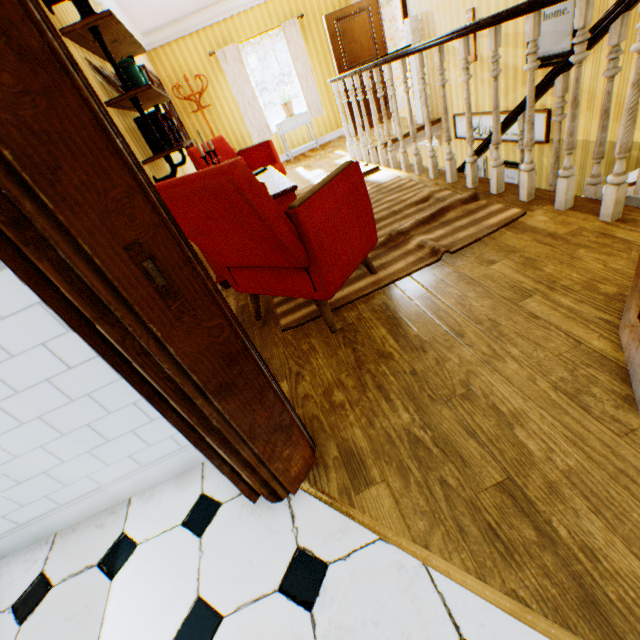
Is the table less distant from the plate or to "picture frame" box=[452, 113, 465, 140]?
the plate

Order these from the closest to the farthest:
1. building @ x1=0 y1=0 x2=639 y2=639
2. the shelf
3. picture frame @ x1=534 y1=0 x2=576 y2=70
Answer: building @ x1=0 y1=0 x2=639 y2=639, the shelf, picture frame @ x1=534 y1=0 x2=576 y2=70

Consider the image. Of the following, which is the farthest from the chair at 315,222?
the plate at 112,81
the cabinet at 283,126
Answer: the cabinet at 283,126

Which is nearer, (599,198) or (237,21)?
(599,198)

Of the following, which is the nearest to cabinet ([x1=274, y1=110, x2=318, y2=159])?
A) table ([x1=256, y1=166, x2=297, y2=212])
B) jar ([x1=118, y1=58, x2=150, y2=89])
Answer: table ([x1=256, y1=166, x2=297, y2=212])

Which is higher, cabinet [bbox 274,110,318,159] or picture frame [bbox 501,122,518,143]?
cabinet [bbox 274,110,318,159]

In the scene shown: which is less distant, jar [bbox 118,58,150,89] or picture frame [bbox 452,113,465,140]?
jar [bbox 118,58,150,89]

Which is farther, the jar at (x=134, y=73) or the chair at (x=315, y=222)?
the jar at (x=134, y=73)
